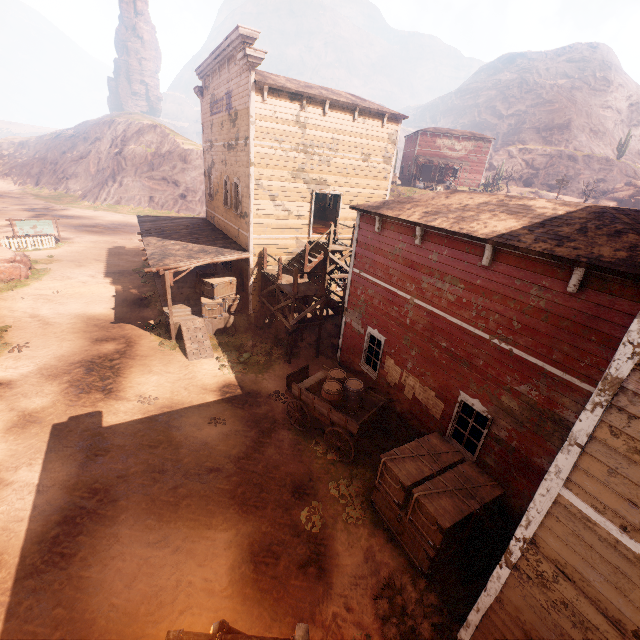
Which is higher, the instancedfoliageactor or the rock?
the rock

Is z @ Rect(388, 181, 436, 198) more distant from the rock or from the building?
the rock

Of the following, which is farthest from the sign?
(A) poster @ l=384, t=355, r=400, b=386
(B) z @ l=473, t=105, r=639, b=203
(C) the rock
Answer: (C) the rock

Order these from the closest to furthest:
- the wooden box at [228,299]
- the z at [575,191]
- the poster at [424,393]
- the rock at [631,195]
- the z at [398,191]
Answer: the poster at [424,393] → the wooden box at [228,299] → the z at [398,191] → the rock at [631,195] → the z at [575,191]

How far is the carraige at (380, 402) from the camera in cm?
961

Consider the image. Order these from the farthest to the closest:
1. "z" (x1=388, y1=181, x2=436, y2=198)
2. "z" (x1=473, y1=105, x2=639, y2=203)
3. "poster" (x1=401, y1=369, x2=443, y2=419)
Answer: "z" (x1=473, y1=105, x2=639, y2=203) < "z" (x1=388, y1=181, x2=436, y2=198) < "poster" (x1=401, y1=369, x2=443, y2=419)

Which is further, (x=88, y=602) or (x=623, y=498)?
(x=88, y=602)

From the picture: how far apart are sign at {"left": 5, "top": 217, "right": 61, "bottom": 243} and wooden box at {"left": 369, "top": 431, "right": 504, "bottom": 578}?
33.6m
